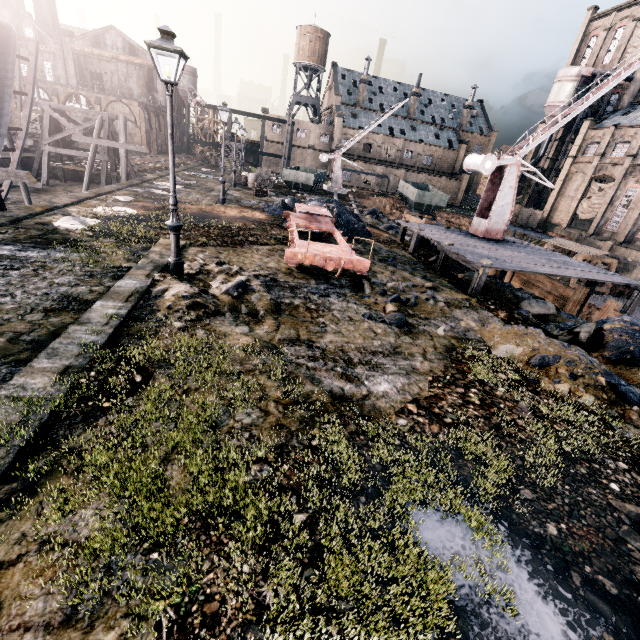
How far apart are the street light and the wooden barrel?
26.4m

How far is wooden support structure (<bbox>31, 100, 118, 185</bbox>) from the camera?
27.0m

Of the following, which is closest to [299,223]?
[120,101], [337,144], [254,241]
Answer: [254,241]

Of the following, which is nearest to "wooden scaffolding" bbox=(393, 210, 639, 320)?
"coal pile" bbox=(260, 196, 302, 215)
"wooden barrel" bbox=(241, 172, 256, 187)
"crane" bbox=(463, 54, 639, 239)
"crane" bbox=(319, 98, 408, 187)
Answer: "crane" bbox=(463, 54, 639, 239)

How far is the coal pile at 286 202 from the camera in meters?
21.6 m

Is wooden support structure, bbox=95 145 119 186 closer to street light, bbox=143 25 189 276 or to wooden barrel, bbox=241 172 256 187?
wooden barrel, bbox=241 172 256 187

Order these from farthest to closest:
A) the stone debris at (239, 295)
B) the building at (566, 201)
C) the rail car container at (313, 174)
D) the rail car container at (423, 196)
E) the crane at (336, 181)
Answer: the rail car container at (423, 196) < the building at (566, 201) < the crane at (336, 181) < the rail car container at (313, 174) < the stone debris at (239, 295)

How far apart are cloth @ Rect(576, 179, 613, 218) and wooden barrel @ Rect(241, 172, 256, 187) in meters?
47.9
